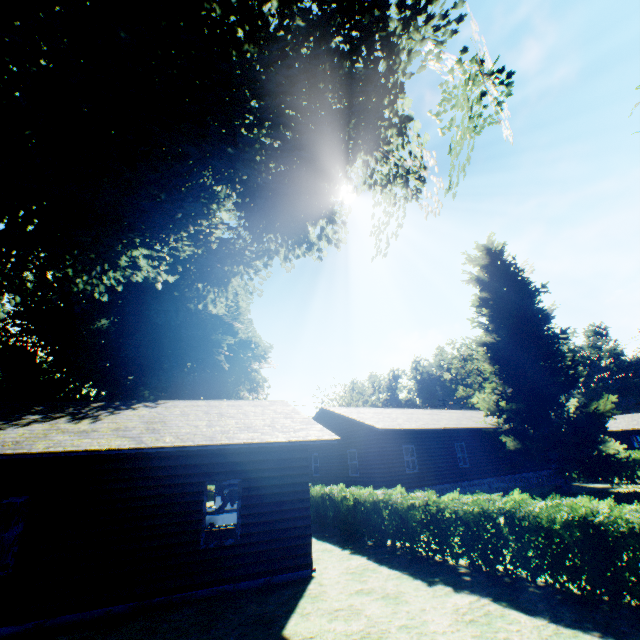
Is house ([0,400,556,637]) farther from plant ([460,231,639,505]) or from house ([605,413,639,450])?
house ([605,413,639,450])

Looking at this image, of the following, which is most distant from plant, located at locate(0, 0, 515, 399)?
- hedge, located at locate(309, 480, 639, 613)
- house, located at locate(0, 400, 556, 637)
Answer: house, located at locate(0, 400, 556, 637)

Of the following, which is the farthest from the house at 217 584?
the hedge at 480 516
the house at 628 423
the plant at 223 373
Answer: the house at 628 423

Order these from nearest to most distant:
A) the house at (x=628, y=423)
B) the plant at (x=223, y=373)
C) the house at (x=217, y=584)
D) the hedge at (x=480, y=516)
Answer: the plant at (x=223, y=373) < the hedge at (x=480, y=516) < the house at (x=217, y=584) < the house at (x=628, y=423)

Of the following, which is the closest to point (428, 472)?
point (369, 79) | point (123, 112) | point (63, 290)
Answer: point (369, 79)

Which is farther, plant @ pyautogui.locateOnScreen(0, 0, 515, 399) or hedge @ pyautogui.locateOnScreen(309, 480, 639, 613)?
hedge @ pyautogui.locateOnScreen(309, 480, 639, 613)
